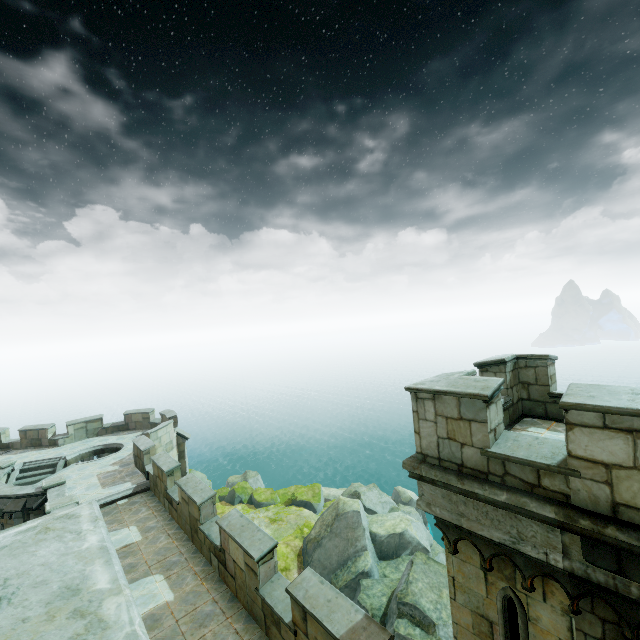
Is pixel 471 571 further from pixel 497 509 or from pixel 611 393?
pixel 611 393
